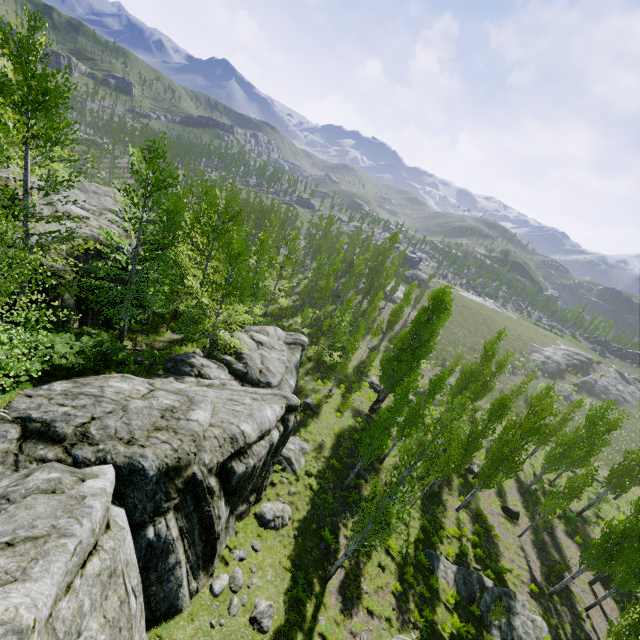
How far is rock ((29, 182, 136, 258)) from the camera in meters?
16.3

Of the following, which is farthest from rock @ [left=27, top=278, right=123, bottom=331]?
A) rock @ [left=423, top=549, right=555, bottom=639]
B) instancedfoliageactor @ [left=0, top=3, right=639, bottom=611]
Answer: rock @ [left=423, top=549, right=555, bottom=639]

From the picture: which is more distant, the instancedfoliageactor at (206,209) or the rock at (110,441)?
the instancedfoliageactor at (206,209)

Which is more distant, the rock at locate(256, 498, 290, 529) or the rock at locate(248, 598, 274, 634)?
the rock at locate(256, 498, 290, 529)

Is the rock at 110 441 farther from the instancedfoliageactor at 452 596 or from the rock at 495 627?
the rock at 495 627

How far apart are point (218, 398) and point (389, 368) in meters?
16.6

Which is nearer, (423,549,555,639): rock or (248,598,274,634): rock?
(248,598,274,634): rock

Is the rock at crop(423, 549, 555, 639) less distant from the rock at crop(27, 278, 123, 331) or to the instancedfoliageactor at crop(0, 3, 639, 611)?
the instancedfoliageactor at crop(0, 3, 639, 611)
